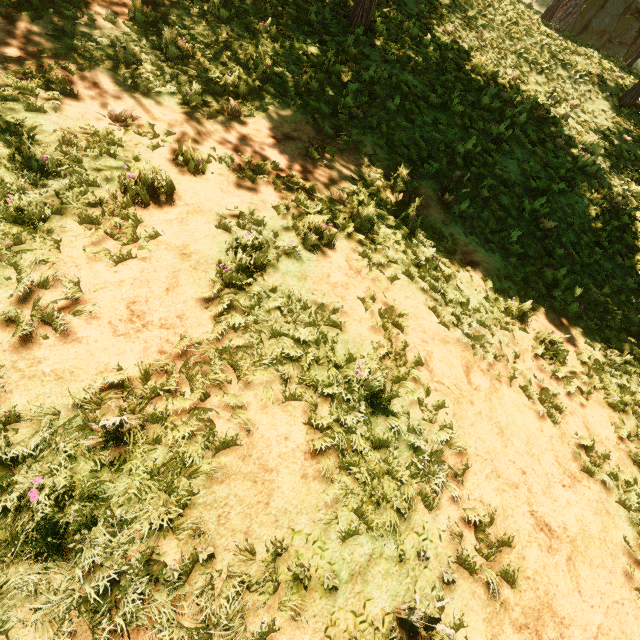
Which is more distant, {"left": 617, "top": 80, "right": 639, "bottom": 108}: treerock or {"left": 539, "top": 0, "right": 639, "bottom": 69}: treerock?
{"left": 539, "top": 0, "right": 639, "bottom": 69}: treerock

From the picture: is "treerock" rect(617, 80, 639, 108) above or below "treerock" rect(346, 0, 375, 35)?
above

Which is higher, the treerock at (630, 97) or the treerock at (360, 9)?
the treerock at (630, 97)

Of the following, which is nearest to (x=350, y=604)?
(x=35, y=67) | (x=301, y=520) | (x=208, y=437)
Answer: (x=301, y=520)

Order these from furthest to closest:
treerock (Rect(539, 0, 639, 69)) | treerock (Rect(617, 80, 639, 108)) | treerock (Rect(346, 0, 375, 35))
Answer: treerock (Rect(539, 0, 639, 69)) < treerock (Rect(617, 80, 639, 108)) < treerock (Rect(346, 0, 375, 35))
